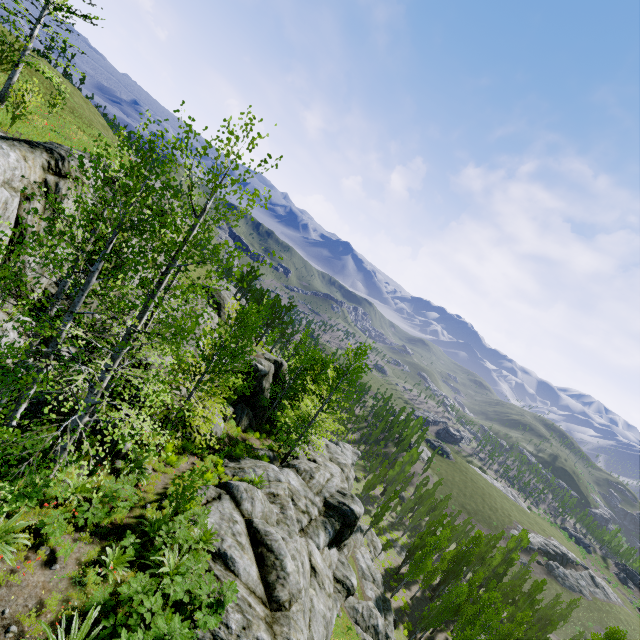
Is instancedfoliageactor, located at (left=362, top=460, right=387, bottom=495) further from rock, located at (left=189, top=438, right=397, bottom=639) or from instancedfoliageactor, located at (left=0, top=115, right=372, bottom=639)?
instancedfoliageactor, located at (left=0, top=115, right=372, bottom=639)

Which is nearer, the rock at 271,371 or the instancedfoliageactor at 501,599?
the rock at 271,371

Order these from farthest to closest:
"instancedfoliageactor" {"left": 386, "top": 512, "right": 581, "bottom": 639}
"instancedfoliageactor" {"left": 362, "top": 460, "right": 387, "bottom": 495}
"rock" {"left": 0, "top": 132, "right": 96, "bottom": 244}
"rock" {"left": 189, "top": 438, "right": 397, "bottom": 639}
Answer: "instancedfoliageactor" {"left": 362, "top": 460, "right": 387, "bottom": 495} < "instancedfoliageactor" {"left": 386, "top": 512, "right": 581, "bottom": 639} < "rock" {"left": 189, "top": 438, "right": 397, "bottom": 639} < "rock" {"left": 0, "top": 132, "right": 96, "bottom": 244}

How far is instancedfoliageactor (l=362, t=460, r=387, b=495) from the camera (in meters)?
55.03

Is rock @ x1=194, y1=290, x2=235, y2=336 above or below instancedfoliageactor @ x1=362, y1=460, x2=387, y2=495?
above

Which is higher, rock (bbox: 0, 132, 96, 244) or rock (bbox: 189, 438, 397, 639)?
rock (bbox: 0, 132, 96, 244)

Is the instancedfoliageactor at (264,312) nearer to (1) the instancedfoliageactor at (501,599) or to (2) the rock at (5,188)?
(2) the rock at (5,188)

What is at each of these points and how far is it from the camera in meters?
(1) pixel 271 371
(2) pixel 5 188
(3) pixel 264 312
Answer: (1) rock, 31.0 m
(2) rock, 9.3 m
(3) instancedfoliageactor, 34.4 m
